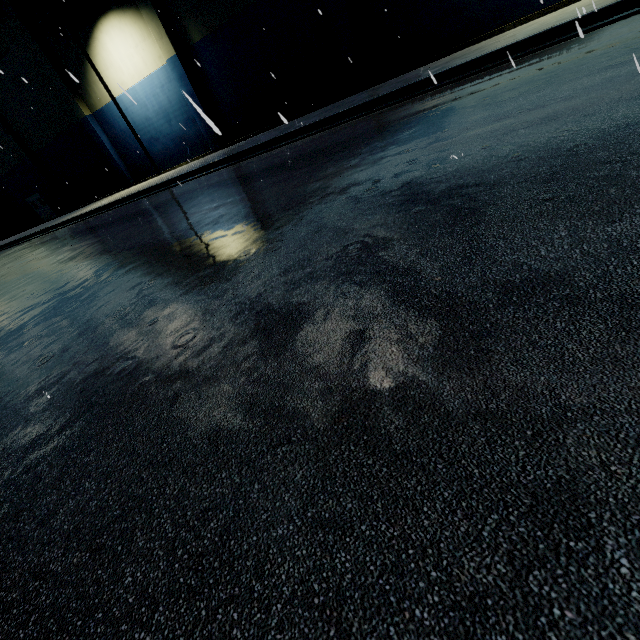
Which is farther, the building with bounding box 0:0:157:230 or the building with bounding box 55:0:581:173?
the building with bounding box 0:0:157:230

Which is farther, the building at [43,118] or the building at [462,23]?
the building at [43,118]

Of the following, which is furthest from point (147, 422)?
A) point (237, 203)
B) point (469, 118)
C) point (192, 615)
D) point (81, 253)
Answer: point (81, 253)
